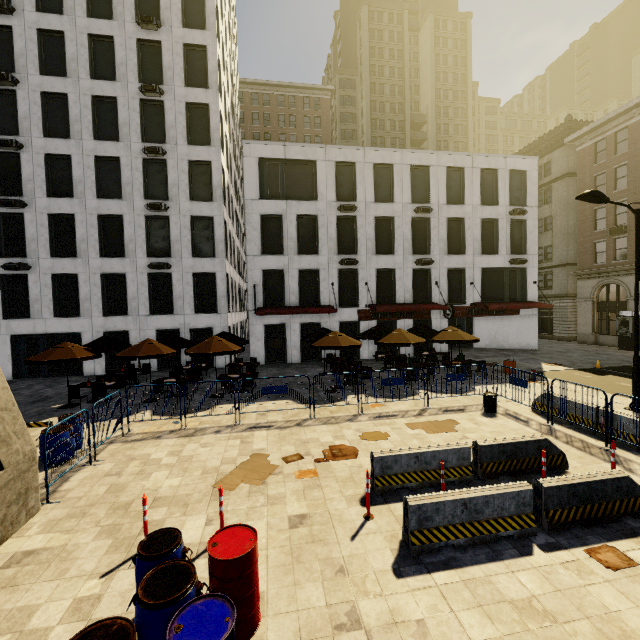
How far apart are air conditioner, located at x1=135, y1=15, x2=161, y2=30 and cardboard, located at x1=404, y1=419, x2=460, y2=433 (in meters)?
28.78

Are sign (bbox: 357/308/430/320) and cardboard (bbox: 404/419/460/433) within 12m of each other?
no

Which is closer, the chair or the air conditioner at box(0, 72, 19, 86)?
the chair

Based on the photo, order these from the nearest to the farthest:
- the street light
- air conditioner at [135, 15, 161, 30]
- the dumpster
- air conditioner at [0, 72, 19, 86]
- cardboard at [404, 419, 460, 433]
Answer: cardboard at [404, 419, 460, 433]
the street light
the dumpster
air conditioner at [0, 72, 19, 86]
air conditioner at [135, 15, 161, 30]

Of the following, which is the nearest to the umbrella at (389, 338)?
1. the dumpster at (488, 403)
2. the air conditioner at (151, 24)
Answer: the dumpster at (488, 403)

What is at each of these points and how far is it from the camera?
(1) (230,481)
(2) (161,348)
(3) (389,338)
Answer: (1) cardboard, 7.80m
(2) umbrella, 14.63m
(3) umbrella, 16.44m

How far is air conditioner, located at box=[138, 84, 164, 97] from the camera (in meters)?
21.06

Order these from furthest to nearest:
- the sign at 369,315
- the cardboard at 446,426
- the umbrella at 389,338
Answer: the sign at 369,315 → the umbrella at 389,338 → the cardboard at 446,426
